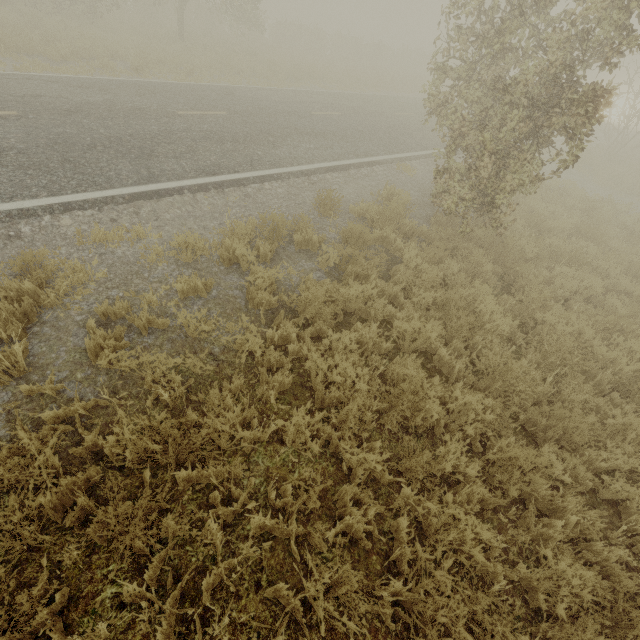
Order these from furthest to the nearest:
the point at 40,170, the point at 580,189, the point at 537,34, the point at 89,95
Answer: the point at 580,189 < the point at 89,95 < the point at 537,34 < the point at 40,170
